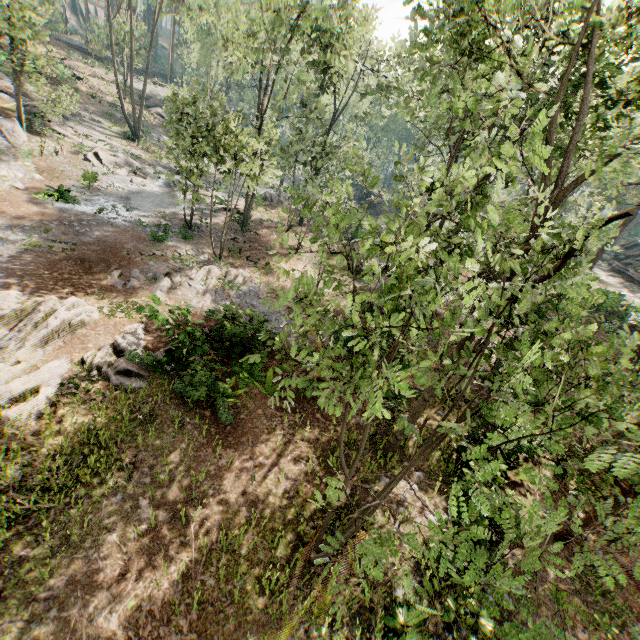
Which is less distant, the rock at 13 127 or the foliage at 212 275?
the foliage at 212 275

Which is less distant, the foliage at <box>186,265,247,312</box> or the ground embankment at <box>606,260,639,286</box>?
the foliage at <box>186,265,247,312</box>

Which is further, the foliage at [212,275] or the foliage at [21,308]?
the foliage at [212,275]

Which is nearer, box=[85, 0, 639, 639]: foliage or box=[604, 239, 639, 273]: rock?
box=[85, 0, 639, 639]: foliage

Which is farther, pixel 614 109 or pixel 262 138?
pixel 262 138

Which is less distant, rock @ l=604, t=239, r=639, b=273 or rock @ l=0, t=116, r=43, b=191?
rock @ l=0, t=116, r=43, b=191

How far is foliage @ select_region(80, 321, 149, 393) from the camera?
11.3m

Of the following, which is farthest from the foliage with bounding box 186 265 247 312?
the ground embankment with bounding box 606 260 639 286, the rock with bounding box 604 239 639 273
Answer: the ground embankment with bounding box 606 260 639 286
